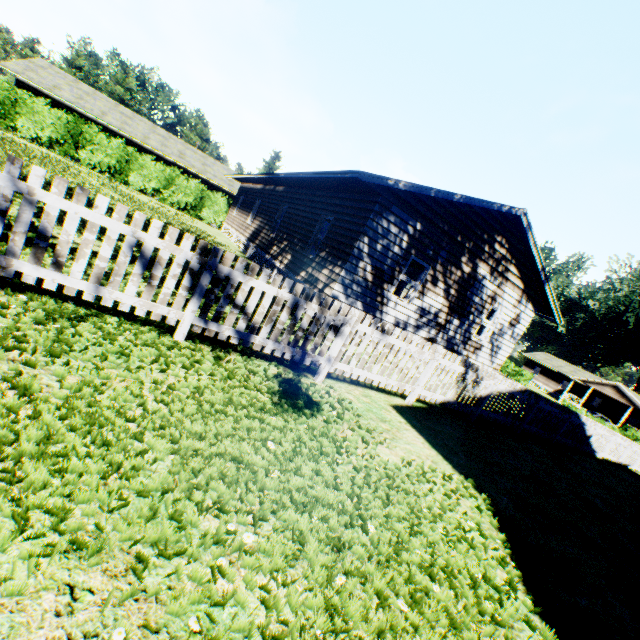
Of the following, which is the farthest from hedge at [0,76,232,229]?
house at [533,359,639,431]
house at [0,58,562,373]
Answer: house at [533,359,639,431]

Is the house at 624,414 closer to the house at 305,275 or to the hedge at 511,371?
Result: the hedge at 511,371

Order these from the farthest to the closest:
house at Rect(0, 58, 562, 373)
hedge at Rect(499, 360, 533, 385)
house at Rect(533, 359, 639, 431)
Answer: hedge at Rect(499, 360, 533, 385)
house at Rect(533, 359, 639, 431)
house at Rect(0, 58, 562, 373)

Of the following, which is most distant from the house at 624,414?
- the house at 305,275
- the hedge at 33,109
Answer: the hedge at 33,109

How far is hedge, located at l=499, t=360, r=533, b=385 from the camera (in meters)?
47.44

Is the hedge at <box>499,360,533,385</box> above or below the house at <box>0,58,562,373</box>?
below

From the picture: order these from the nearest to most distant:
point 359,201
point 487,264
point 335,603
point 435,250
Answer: point 335,603
point 359,201
point 435,250
point 487,264
